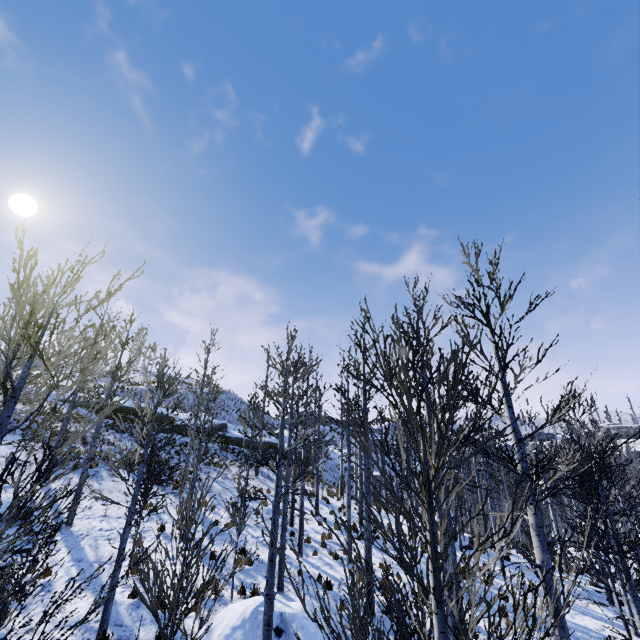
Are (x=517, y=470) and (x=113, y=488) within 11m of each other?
no

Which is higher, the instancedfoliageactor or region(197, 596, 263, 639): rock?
the instancedfoliageactor

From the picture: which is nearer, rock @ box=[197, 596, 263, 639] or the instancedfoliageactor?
the instancedfoliageactor

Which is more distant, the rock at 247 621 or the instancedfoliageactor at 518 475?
the rock at 247 621
